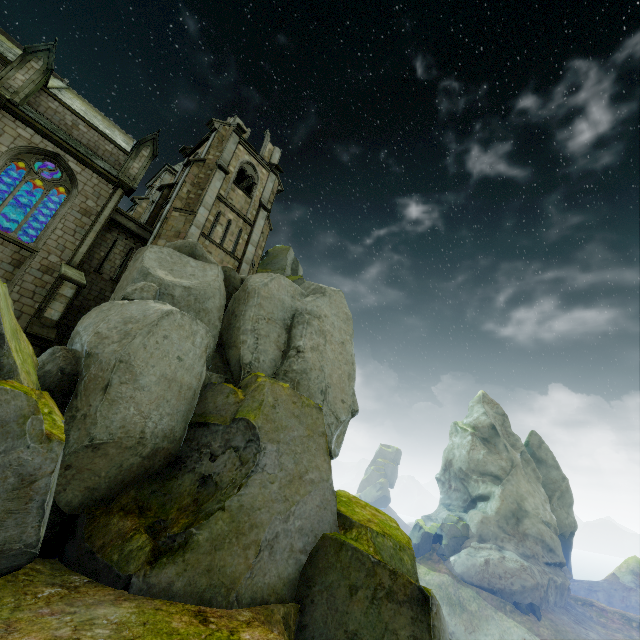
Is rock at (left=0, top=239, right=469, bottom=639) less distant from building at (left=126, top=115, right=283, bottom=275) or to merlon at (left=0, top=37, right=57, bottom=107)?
building at (left=126, top=115, right=283, bottom=275)

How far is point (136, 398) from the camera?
9.7m

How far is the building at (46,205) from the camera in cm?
2088

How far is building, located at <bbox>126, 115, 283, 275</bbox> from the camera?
20.77m

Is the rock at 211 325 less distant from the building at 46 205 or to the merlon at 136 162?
the building at 46 205

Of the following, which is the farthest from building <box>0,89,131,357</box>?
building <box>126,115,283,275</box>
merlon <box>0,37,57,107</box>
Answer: building <box>126,115,283,275</box>

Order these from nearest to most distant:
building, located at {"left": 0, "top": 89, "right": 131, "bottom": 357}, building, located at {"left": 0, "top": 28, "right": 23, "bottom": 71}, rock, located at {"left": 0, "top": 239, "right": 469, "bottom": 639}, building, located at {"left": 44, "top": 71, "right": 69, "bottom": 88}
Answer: rock, located at {"left": 0, "top": 239, "right": 469, "bottom": 639} < building, located at {"left": 0, "top": 89, "right": 131, "bottom": 357} < building, located at {"left": 0, "top": 28, "right": 23, "bottom": 71} < building, located at {"left": 44, "top": 71, "right": 69, "bottom": 88}

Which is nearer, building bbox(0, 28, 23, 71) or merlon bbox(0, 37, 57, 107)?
merlon bbox(0, 37, 57, 107)
